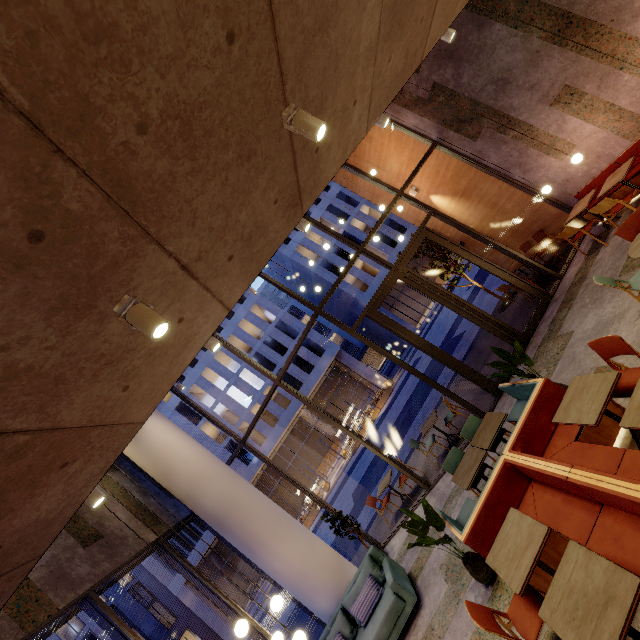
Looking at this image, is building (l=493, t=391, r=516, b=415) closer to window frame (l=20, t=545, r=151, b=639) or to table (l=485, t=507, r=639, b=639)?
window frame (l=20, t=545, r=151, b=639)

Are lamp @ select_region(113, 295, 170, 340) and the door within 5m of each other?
no

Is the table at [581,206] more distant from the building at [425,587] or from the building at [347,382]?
the building at [347,382]

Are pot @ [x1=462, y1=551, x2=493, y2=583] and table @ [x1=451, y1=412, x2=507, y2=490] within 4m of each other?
yes

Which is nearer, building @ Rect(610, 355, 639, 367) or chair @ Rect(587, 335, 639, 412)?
chair @ Rect(587, 335, 639, 412)

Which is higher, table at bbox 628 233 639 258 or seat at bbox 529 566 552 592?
table at bbox 628 233 639 258

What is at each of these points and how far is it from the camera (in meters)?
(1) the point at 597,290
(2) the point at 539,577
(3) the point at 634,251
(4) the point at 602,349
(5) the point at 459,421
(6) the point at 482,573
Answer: (1) building, 6.14
(2) seat, 3.45
(3) table, 4.29
(4) chair, 3.79
(5) building, 8.57
(6) pot, 4.26

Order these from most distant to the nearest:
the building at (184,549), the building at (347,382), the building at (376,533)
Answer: the building at (347,382), the building at (184,549), the building at (376,533)
